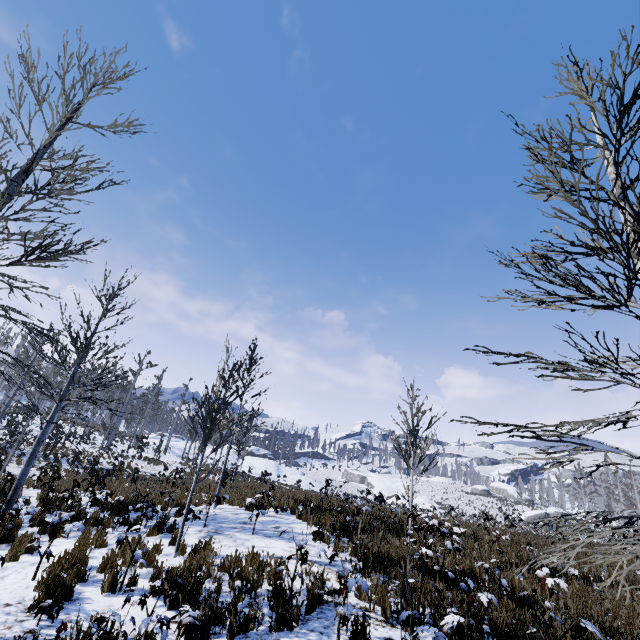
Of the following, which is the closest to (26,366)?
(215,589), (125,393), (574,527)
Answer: (215,589)

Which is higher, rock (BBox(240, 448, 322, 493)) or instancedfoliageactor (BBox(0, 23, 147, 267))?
instancedfoliageactor (BBox(0, 23, 147, 267))

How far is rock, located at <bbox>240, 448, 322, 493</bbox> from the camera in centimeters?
4234cm

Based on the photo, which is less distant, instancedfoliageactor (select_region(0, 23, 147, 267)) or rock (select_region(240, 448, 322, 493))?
instancedfoliageactor (select_region(0, 23, 147, 267))

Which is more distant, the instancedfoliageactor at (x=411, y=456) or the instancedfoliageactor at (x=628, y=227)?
the instancedfoliageactor at (x=411, y=456)

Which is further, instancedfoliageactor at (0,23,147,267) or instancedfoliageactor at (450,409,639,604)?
instancedfoliageactor at (0,23,147,267)

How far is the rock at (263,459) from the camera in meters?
42.3

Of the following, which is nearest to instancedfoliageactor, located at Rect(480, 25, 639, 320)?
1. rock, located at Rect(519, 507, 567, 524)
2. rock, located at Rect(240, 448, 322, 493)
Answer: rock, located at Rect(240, 448, 322, 493)
